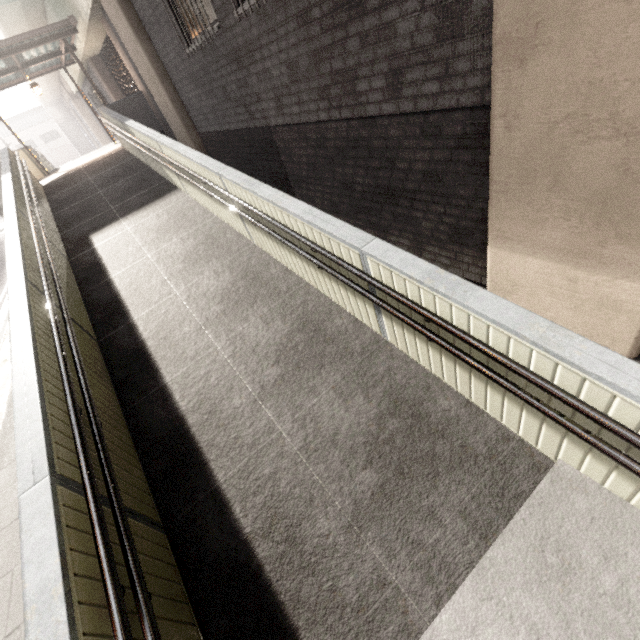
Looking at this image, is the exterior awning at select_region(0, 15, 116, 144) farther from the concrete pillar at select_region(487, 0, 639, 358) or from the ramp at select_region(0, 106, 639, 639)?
the concrete pillar at select_region(487, 0, 639, 358)

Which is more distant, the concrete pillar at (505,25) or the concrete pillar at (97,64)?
the concrete pillar at (97,64)

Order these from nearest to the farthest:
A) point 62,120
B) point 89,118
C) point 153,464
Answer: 1. point 153,464
2. point 89,118
3. point 62,120

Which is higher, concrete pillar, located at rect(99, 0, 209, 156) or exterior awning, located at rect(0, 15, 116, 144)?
exterior awning, located at rect(0, 15, 116, 144)

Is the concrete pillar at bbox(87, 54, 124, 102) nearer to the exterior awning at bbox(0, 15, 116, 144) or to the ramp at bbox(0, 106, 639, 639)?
the exterior awning at bbox(0, 15, 116, 144)

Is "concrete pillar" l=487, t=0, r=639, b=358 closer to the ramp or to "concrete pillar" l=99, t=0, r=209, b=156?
the ramp

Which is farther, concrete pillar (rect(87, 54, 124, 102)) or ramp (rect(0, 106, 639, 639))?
concrete pillar (rect(87, 54, 124, 102))

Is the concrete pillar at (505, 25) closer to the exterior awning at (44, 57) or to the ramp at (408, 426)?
the ramp at (408, 426)
